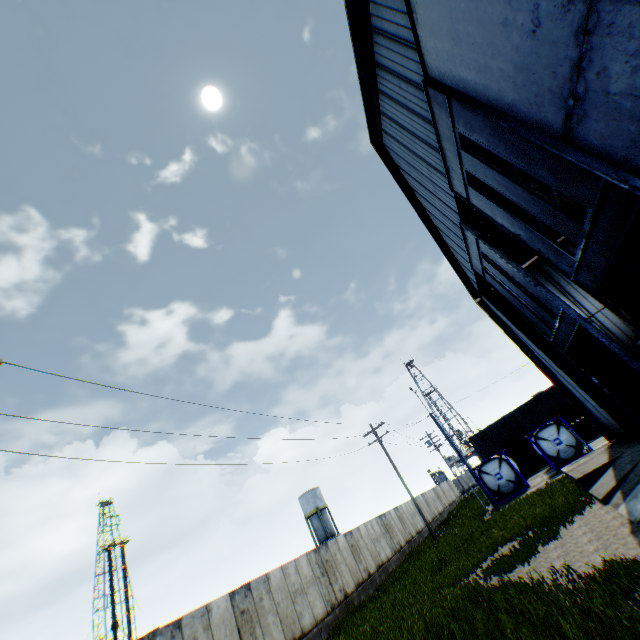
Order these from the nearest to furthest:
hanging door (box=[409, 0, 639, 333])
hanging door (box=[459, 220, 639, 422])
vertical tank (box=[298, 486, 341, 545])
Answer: hanging door (box=[409, 0, 639, 333])
hanging door (box=[459, 220, 639, 422])
vertical tank (box=[298, 486, 341, 545])

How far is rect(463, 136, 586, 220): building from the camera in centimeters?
1775cm

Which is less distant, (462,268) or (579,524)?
(579,524)

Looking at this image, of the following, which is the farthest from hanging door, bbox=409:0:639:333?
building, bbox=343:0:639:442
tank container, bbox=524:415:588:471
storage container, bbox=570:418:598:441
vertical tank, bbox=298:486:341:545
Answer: vertical tank, bbox=298:486:341:545

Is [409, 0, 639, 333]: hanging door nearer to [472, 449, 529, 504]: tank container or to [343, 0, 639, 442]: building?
[343, 0, 639, 442]: building

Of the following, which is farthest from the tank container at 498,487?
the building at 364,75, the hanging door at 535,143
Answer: the hanging door at 535,143

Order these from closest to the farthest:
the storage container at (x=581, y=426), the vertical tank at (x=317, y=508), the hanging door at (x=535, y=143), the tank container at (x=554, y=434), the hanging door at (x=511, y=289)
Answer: the hanging door at (x=535, y=143), the hanging door at (x=511, y=289), the tank container at (x=554, y=434), the storage container at (x=581, y=426), the vertical tank at (x=317, y=508)
